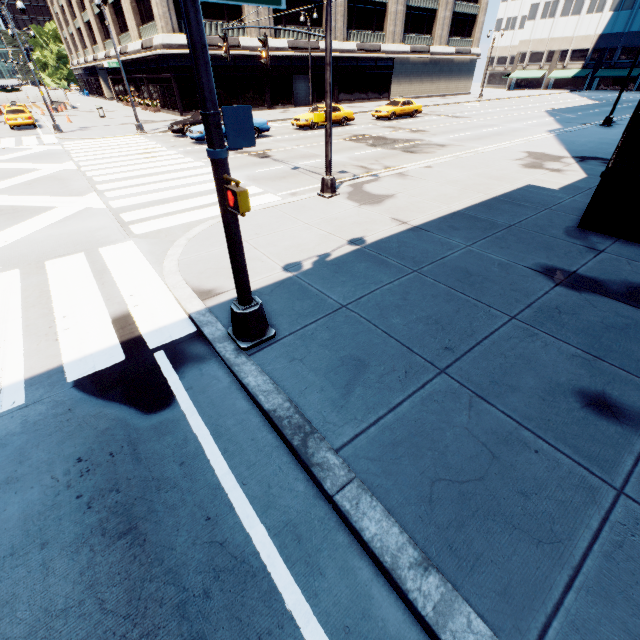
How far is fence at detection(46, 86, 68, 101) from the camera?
40.41m

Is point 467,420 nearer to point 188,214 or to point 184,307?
point 184,307

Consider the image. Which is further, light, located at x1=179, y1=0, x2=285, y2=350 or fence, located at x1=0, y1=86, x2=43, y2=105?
fence, located at x1=0, y1=86, x2=43, y2=105

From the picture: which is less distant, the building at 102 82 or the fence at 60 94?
the fence at 60 94

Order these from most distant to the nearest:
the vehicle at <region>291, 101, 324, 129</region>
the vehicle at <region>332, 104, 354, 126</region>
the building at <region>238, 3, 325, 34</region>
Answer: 1. the building at <region>238, 3, 325, 34</region>
2. the vehicle at <region>332, 104, 354, 126</region>
3. the vehicle at <region>291, 101, 324, 129</region>

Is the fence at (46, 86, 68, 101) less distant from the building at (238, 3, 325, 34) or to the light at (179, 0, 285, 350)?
the building at (238, 3, 325, 34)

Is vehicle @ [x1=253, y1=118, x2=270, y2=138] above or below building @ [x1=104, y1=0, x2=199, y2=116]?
below

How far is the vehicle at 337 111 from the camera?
24.7m
